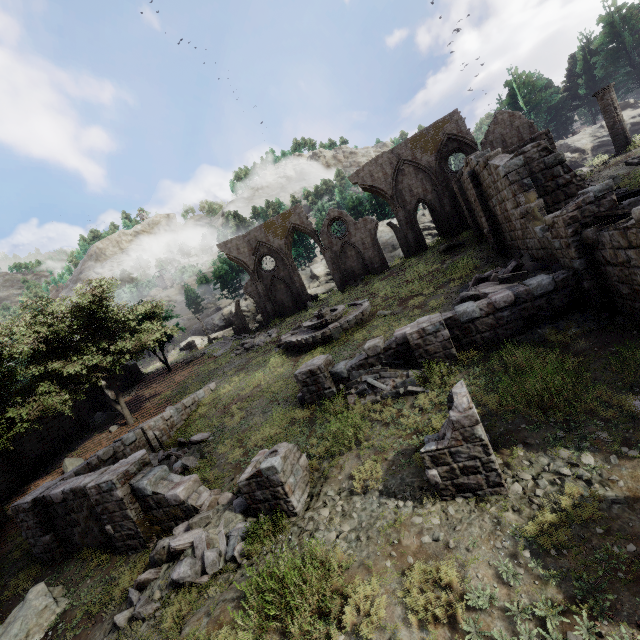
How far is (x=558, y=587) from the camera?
4.70m

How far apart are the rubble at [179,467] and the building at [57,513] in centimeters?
63cm

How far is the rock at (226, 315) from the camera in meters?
52.7 m

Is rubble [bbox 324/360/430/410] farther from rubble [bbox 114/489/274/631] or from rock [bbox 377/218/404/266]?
rock [bbox 377/218/404/266]

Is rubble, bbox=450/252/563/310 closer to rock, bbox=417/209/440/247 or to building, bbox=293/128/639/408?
building, bbox=293/128/639/408

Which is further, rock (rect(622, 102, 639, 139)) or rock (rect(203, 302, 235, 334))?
rock (rect(203, 302, 235, 334))

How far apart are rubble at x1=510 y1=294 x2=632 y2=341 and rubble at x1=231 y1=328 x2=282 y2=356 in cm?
1874

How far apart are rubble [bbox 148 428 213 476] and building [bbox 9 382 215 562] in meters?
0.6
